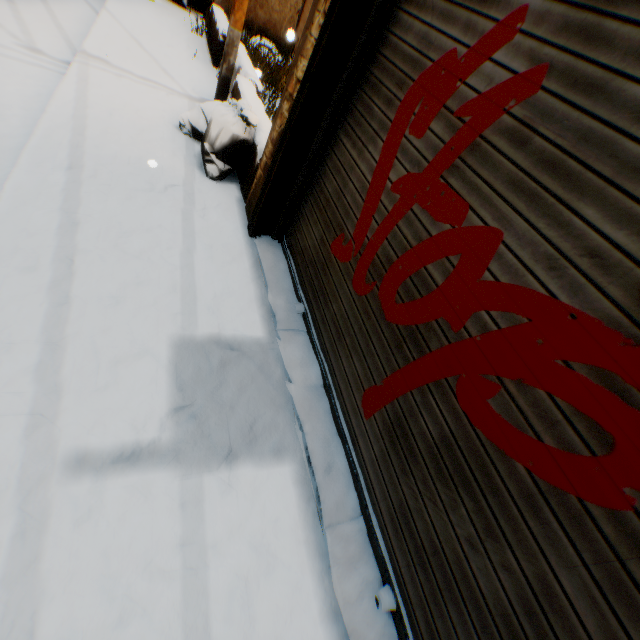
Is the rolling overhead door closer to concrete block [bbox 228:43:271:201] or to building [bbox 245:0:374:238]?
building [bbox 245:0:374:238]

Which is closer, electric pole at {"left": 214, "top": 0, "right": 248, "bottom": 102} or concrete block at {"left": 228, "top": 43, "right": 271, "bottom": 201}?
concrete block at {"left": 228, "top": 43, "right": 271, "bottom": 201}

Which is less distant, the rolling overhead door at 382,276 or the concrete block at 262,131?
the rolling overhead door at 382,276

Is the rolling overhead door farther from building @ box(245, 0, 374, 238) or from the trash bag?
the trash bag

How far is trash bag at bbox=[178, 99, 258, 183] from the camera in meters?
3.5 m

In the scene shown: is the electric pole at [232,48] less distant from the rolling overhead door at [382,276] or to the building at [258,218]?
the building at [258,218]

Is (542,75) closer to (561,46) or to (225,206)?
(561,46)

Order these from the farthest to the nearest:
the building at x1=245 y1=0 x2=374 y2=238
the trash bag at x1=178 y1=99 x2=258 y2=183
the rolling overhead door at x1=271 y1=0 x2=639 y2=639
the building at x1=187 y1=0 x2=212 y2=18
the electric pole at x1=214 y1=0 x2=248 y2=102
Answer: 1. the building at x1=187 y1=0 x2=212 y2=18
2. the electric pole at x1=214 y1=0 x2=248 y2=102
3. the trash bag at x1=178 y1=99 x2=258 y2=183
4. the building at x1=245 y1=0 x2=374 y2=238
5. the rolling overhead door at x1=271 y1=0 x2=639 y2=639
